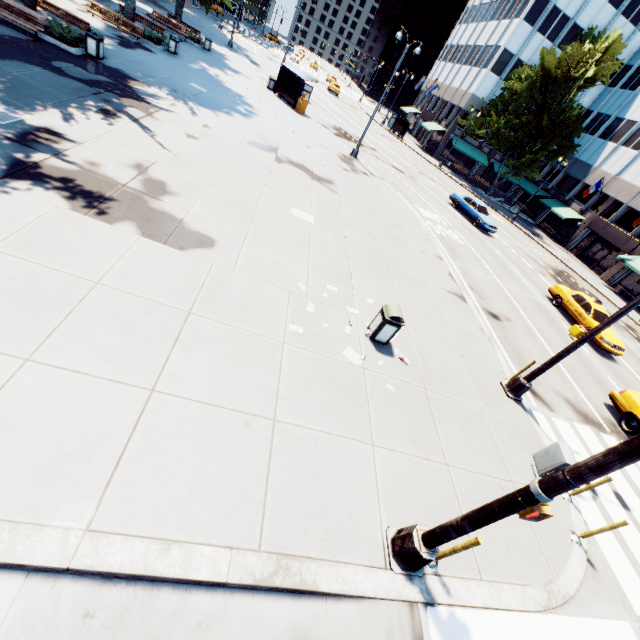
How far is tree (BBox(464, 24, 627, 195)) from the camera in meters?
33.8 m

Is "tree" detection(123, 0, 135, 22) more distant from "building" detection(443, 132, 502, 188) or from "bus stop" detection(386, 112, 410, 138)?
"bus stop" detection(386, 112, 410, 138)

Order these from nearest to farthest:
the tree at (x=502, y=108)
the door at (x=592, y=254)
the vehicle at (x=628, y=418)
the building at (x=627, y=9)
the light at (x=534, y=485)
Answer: the light at (x=534, y=485) < the vehicle at (x=628, y=418) < the tree at (x=502, y=108) < the building at (x=627, y=9) < the door at (x=592, y=254)

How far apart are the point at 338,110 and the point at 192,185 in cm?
3866

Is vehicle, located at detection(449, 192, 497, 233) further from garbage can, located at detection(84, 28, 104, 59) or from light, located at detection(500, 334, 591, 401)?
garbage can, located at detection(84, 28, 104, 59)

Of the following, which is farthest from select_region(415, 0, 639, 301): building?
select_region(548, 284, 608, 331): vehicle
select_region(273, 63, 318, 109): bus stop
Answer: select_region(548, 284, 608, 331): vehicle

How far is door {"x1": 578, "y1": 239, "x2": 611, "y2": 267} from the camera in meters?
37.8 m

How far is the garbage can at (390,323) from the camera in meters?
8.0
